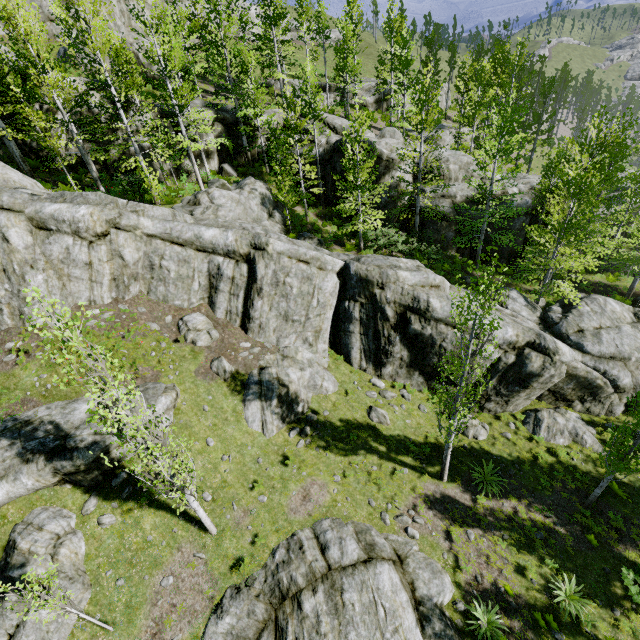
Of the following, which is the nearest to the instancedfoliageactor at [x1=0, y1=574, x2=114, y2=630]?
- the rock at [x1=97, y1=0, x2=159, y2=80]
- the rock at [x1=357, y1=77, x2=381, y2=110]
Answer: the rock at [x1=97, y1=0, x2=159, y2=80]

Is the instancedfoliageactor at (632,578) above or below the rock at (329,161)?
below

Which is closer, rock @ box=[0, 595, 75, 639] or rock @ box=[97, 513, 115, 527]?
rock @ box=[0, 595, 75, 639]

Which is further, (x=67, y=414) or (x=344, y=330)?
(x=344, y=330)

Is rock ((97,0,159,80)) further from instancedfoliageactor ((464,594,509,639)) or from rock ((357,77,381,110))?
rock ((357,77,381,110))

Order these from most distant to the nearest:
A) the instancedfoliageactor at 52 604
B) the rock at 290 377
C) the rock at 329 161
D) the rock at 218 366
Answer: the rock at 329 161 < the rock at 218 366 < the rock at 290 377 < the instancedfoliageactor at 52 604

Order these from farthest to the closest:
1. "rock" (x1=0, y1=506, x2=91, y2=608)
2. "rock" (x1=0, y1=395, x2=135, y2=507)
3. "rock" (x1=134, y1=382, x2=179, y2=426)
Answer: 1. "rock" (x1=134, y1=382, x2=179, y2=426)
2. "rock" (x1=0, y1=395, x2=135, y2=507)
3. "rock" (x1=0, y1=506, x2=91, y2=608)
